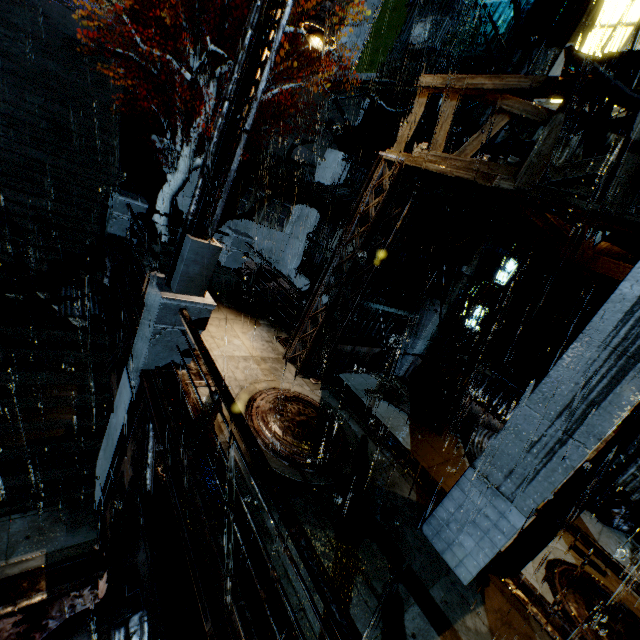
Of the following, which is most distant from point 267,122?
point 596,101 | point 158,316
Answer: point 596,101

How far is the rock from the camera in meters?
23.3 m

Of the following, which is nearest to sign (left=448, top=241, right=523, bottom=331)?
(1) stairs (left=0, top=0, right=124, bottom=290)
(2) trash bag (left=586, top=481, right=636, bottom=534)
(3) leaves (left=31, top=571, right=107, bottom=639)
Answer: (2) trash bag (left=586, top=481, right=636, bottom=534)

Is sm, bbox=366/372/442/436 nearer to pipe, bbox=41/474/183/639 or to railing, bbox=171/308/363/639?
railing, bbox=171/308/363/639

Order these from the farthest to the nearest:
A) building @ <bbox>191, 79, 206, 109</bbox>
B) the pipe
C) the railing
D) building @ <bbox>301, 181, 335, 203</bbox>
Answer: building @ <bbox>301, 181, 335, 203</bbox> → building @ <bbox>191, 79, 206, 109</bbox> → the pipe → the railing

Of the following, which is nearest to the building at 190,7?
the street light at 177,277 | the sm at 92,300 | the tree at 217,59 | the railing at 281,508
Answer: the tree at 217,59

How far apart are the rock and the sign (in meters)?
21.42

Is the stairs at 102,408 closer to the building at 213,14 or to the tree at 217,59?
the building at 213,14
